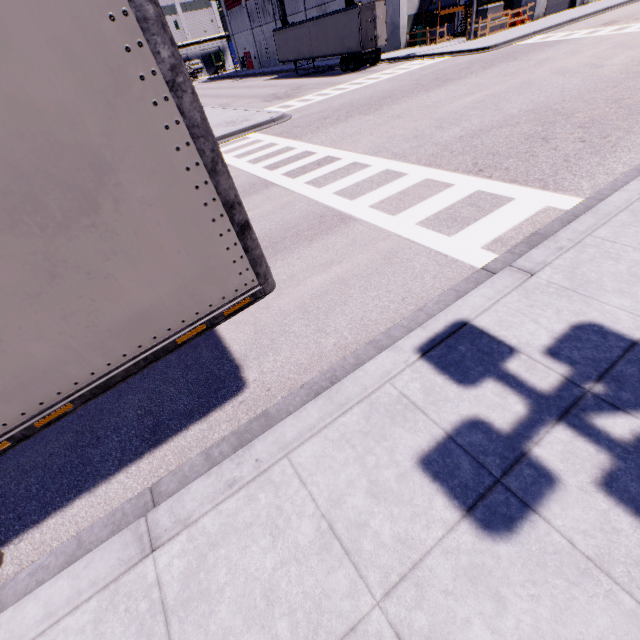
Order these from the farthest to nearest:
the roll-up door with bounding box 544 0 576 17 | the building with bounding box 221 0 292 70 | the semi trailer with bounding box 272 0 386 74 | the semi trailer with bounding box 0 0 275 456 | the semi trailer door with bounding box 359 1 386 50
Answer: the building with bounding box 221 0 292 70 < the roll-up door with bounding box 544 0 576 17 < the semi trailer with bounding box 272 0 386 74 < the semi trailer door with bounding box 359 1 386 50 < the semi trailer with bounding box 0 0 275 456

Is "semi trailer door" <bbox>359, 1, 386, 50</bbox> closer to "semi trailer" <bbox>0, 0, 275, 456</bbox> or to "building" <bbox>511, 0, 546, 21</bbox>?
"semi trailer" <bbox>0, 0, 275, 456</bbox>

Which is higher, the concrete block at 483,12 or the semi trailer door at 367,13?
the concrete block at 483,12

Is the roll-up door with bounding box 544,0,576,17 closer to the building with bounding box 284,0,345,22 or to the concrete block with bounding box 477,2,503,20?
the building with bounding box 284,0,345,22

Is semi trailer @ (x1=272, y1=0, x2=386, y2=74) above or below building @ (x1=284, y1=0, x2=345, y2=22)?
below

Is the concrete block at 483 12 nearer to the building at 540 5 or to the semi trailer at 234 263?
→ the semi trailer at 234 263

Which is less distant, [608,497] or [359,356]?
[608,497]

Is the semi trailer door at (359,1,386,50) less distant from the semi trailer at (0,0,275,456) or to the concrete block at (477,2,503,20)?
the semi trailer at (0,0,275,456)
